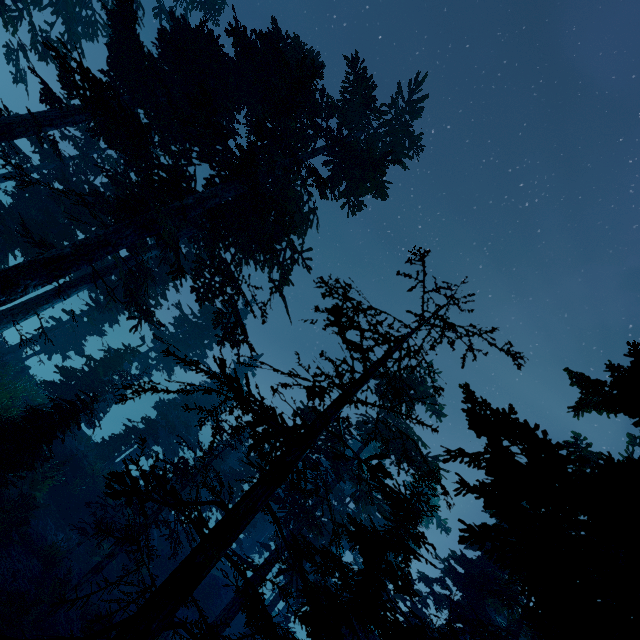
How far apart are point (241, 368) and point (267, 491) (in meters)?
32.92

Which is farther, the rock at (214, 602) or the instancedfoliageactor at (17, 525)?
the rock at (214, 602)

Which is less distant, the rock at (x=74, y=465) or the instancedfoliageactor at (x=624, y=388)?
the instancedfoliageactor at (x=624, y=388)

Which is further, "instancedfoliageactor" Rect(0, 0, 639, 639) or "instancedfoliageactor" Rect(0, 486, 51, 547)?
"instancedfoliageactor" Rect(0, 486, 51, 547)

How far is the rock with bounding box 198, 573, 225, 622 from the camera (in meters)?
27.09

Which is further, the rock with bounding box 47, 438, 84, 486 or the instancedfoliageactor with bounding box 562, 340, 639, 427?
the rock with bounding box 47, 438, 84, 486

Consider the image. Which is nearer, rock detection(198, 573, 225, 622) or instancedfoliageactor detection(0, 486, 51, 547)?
instancedfoliageactor detection(0, 486, 51, 547)

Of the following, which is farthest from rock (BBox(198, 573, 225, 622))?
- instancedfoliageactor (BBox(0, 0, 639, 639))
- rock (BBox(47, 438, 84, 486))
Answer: rock (BBox(47, 438, 84, 486))
